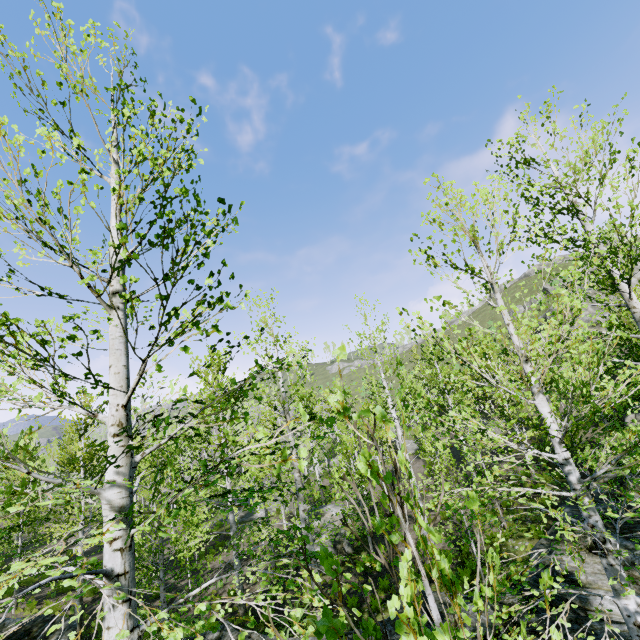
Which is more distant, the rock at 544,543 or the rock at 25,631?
the rock at 544,543

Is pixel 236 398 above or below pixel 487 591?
above

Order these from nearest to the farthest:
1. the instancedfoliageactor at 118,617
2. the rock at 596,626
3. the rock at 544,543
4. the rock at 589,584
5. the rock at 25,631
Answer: the instancedfoliageactor at 118,617
the rock at 596,626
the rock at 589,584
the rock at 25,631
the rock at 544,543

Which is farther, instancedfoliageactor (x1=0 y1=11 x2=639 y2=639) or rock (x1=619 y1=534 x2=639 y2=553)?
rock (x1=619 y1=534 x2=639 y2=553)

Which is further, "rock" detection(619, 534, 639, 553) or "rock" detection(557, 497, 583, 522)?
"rock" detection(557, 497, 583, 522)

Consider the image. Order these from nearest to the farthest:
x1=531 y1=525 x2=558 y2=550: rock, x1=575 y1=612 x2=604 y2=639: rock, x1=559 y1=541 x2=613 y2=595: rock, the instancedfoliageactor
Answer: the instancedfoliageactor → x1=575 y1=612 x2=604 y2=639: rock → x1=559 y1=541 x2=613 y2=595: rock → x1=531 y1=525 x2=558 y2=550: rock

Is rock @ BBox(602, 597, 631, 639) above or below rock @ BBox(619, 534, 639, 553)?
below
